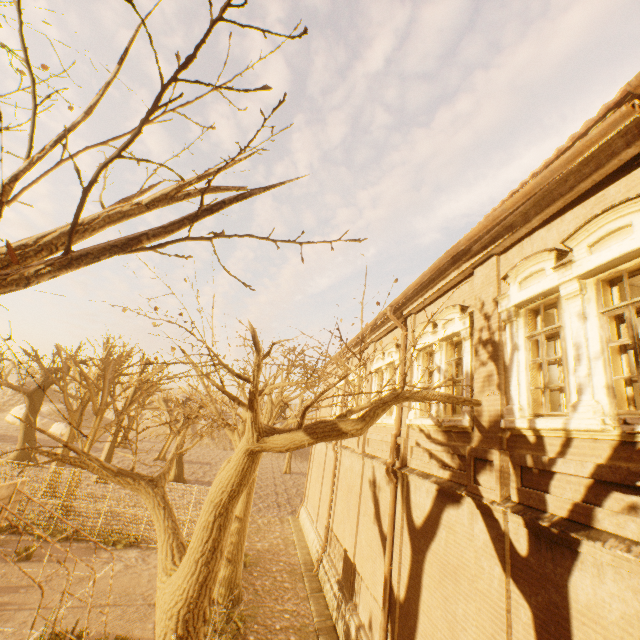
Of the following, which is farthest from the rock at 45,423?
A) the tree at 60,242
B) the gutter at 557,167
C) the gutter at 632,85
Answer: the gutter at 632,85

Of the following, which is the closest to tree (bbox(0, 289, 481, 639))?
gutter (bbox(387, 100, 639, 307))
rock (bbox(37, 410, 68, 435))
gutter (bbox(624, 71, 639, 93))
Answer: gutter (bbox(387, 100, 639, 307))

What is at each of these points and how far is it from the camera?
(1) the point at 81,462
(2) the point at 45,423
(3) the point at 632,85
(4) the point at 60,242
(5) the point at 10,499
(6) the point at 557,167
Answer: (1) tree, 7.3 meters
(2) rock, 48.7 meters
(3) gutter, 3.7 meters
(4) tree, 2.9 meters
(5) basketballbackboardstansion, 9.2 meters
(6) gutter, 4.6 meters

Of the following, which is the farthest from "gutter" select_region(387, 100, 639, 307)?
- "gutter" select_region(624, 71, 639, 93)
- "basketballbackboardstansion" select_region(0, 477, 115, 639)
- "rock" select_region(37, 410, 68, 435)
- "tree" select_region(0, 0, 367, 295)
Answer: "rock" select_region(37, 410, 68, 435)

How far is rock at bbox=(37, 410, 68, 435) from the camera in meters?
47.3 m

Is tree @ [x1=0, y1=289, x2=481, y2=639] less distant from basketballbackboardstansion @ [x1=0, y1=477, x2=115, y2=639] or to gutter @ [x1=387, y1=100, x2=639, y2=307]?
gutter @ [x1=387, y1=100, x2=639, y2=307]

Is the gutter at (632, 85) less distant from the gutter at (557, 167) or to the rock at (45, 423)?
the gutter at (557, 167)
